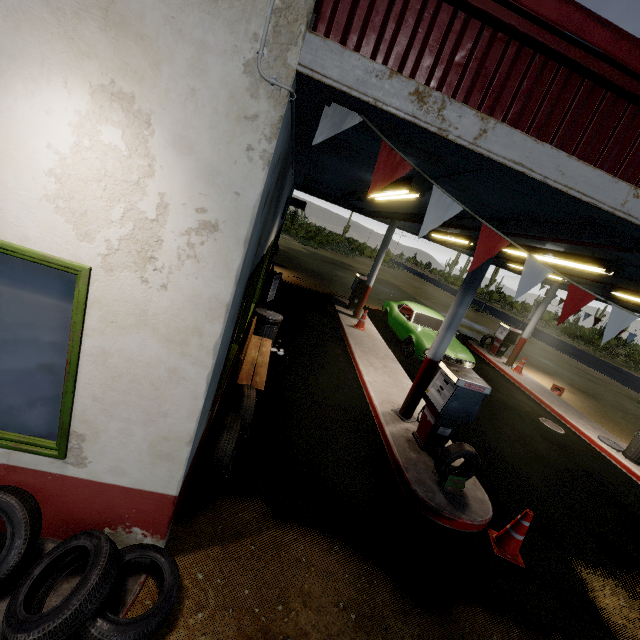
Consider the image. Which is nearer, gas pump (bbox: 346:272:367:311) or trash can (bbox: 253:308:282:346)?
trash can (bbox: 253:308:282:346)

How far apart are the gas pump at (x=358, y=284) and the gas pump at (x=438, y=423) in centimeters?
729cm

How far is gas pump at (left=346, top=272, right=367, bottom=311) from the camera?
12.8 meters

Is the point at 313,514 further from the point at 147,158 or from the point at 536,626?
the point at 147,158

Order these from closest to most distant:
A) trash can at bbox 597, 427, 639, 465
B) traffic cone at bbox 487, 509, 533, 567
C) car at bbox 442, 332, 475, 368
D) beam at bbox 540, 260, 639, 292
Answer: traffic cone at bbox 487, 509, 533, 567 < beam at bbox 540, 260, 639, 292 < trash can at bbox 597, 427, 639, 465 < car at bbox 442, 332, 475, 368

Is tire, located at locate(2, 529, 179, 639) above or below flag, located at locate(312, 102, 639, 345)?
below

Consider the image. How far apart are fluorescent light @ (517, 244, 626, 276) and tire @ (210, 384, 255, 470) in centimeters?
641cm

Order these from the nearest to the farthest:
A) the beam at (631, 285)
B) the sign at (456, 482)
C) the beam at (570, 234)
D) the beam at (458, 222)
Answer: the beam at (570, 234) < the sign at (456, 482) < the beam at (458, 222) < the beam at (631, 285)
